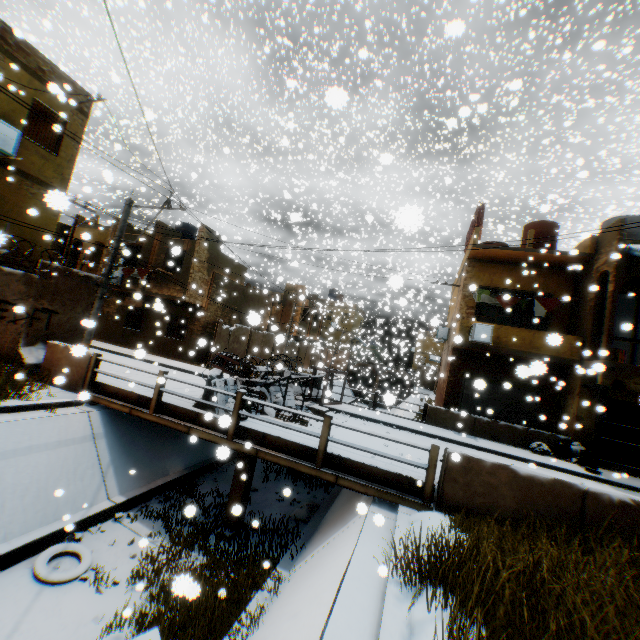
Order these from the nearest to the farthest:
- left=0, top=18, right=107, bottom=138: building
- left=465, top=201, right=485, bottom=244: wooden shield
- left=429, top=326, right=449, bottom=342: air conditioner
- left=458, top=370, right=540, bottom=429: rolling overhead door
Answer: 1. left=0, top=18, right=107, bottom=138: building
2. left=458, top=370, right=540, bottom=429: rolling overhead door
3. left=465, top=201, right=485, bottom=244: wooden shield
4. left=429, top=326, right=449, bottom=342: air conditioner

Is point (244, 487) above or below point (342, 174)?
below

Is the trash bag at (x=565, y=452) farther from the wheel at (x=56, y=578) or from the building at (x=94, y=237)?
the wheel at (x=56, y=578)

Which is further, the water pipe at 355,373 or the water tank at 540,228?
the water pipe at 355,373

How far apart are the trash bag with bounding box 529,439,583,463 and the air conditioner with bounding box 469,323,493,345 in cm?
378

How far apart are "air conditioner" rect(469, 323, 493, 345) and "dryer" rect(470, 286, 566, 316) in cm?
142

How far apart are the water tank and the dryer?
2.98m

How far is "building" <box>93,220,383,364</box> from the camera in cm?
2000
